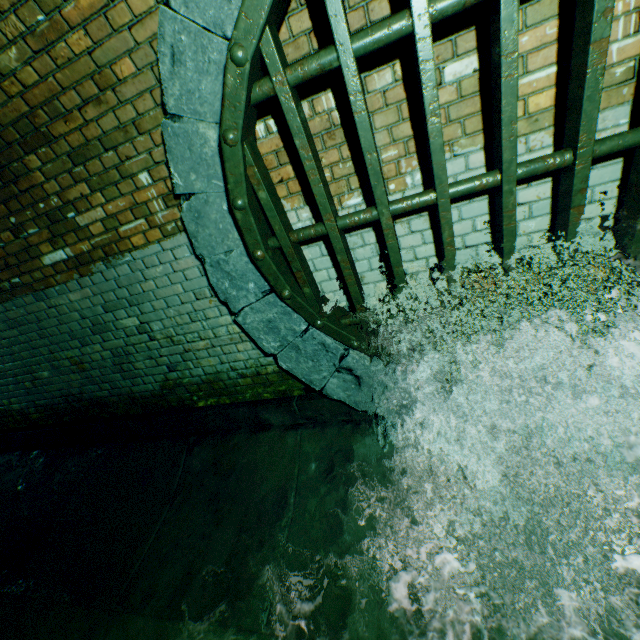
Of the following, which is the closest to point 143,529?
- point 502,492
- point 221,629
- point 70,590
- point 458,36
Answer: point 70,590

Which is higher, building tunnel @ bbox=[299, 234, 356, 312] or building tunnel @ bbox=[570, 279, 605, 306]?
building tunnel @ bbox=[299, 234, 356, 312]

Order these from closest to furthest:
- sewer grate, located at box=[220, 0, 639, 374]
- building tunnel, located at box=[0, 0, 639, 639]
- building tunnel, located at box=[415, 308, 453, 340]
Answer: sewer grate, located at box=[220, 0, 639, 374]
building tunnel, located at box=[0, 0, 639, 639]
building tunnel, located at box=[415, 308, 453, 340]

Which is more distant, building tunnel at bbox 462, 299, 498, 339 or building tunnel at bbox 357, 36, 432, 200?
building tunnel at bbox 462, 299, 498, 339

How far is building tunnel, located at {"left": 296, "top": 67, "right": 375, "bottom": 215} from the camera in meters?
1.8 m

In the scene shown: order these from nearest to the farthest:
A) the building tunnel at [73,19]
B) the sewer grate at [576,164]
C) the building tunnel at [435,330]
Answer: the sewer grate at [576,164] < the building tunnel at [73,19] < the building tunnel at [435,330]

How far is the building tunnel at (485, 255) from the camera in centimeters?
196cm
